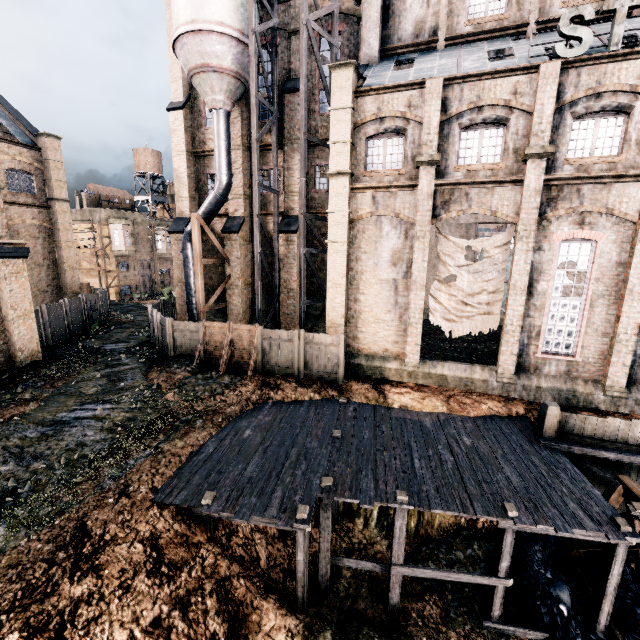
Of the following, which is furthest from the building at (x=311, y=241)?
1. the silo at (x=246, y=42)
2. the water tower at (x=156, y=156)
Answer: the water tower at (x=156, y=156)

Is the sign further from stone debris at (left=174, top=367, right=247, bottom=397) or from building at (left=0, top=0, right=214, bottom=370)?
stone debris at (left=174, top=367, right=247, bottom=397)

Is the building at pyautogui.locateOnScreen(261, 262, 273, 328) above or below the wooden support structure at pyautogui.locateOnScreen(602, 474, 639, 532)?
above

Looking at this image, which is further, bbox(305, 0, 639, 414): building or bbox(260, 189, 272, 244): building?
bbox(260, 189, 272, 244): building

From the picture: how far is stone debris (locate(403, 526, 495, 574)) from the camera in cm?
1188

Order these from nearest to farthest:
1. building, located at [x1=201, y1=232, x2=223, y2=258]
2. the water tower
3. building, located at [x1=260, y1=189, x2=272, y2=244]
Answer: building, located at [x1=260, y1=189, x2=272, y2=244], building, located at [x1=201, y1=232, x2=223, y2=258], the water tower

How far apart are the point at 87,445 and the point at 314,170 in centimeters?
2007cm

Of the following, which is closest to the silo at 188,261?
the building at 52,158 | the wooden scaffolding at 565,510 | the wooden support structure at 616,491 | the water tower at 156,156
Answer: the building at 52,158
